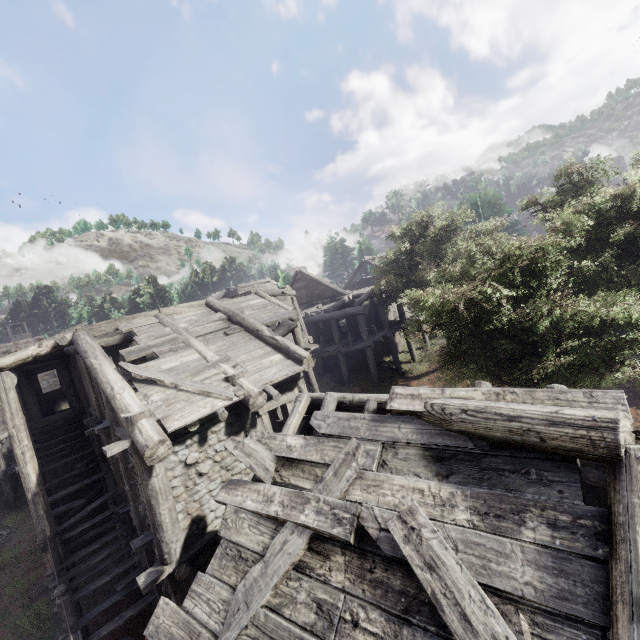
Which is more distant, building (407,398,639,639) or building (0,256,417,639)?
building (0,256,417,639)

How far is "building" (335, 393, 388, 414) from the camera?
4.7m

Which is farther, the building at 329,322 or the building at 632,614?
the building at 329,322

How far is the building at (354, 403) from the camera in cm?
467

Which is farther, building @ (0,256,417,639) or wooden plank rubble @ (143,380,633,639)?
building @ (0,256,417,639)

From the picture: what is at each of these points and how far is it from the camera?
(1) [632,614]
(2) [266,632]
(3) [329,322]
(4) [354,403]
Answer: (1) building, 2.0 meters
(2) wooden plank rubble, 3.2 meters
(3) building, 25.4 meters
(4) building, 5.2 meters

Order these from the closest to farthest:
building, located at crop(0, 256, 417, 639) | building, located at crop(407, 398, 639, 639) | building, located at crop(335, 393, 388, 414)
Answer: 1. building, located at crop(407, 398, 639, 639)
2. building, located at crop(335, 393, 388, 414)
3. building, located at crop(0, 256, 417, 639)
